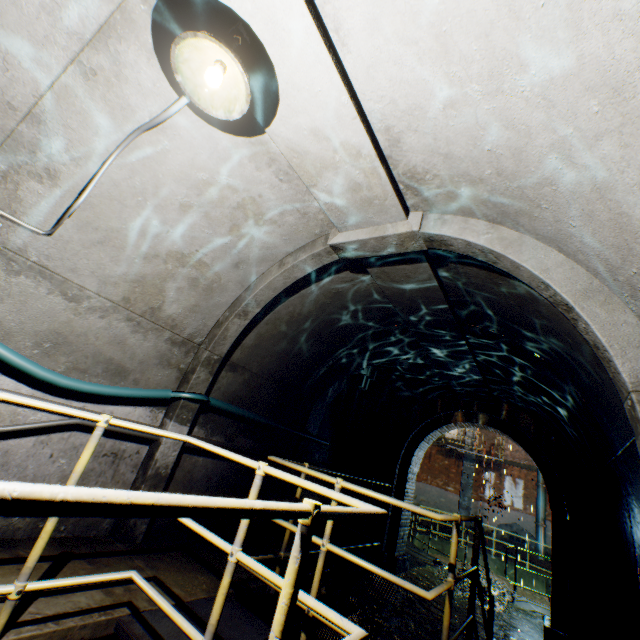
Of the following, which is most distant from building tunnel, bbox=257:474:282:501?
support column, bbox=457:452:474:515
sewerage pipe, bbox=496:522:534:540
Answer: sewerage pipe, bbox=496:522:534:540

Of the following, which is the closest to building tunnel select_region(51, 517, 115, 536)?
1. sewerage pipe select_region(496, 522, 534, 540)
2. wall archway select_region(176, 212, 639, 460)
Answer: wall archway select_region(176, 212, 639, 460)

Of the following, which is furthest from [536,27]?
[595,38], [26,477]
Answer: [26,477]

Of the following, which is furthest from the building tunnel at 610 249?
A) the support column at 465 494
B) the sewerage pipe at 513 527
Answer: the sewerage pipe at 513 527

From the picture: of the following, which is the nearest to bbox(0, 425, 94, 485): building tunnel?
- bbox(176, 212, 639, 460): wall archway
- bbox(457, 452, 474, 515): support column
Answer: bbox(176, 212, 639, 460): wall archway

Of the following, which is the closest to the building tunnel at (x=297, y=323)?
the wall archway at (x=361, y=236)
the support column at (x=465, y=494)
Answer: the wall archway at (x=361, y=236)

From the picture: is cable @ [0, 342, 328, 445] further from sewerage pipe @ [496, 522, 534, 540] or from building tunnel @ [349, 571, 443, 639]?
sewerage pipe @ [496, 522, 534, 540]

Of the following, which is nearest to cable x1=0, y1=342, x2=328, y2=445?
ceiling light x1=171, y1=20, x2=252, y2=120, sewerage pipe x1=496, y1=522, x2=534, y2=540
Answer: ceiling light x1=171, y1=20, x2=252, y2=120
